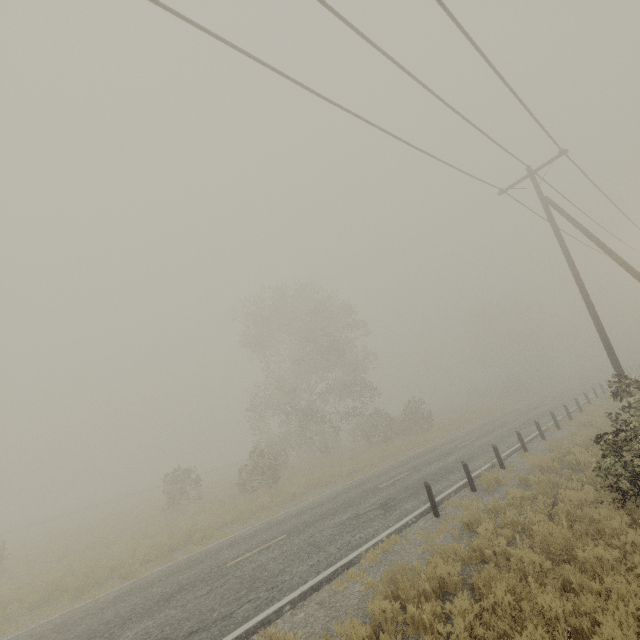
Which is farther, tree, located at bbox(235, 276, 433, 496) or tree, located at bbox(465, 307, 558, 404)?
tree, located at bbox(465, 307, 558, 404)

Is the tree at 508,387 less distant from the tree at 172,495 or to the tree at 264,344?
the tree at 264,344

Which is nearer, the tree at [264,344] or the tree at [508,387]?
the tree at [264,344]

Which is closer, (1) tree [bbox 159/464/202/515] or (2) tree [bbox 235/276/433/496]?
(1) tree [bbox 159/464/202/515]

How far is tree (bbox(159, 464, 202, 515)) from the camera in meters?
23.1 m

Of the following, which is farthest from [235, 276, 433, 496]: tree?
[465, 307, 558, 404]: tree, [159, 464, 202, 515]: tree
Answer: [465, 307, 558, 404]: tree

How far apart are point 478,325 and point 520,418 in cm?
3877

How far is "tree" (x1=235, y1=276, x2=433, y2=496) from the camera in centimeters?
2772cm
